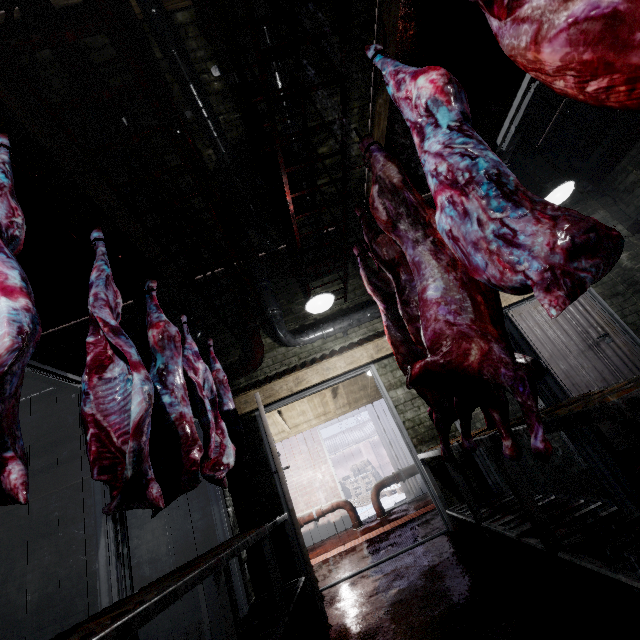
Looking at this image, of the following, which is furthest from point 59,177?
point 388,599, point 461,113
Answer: point 388,599

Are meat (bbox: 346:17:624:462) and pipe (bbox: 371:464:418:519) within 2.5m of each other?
no

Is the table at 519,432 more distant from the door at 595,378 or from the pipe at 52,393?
the pipe at 52,393

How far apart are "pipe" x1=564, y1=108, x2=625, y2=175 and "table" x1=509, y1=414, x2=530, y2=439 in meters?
4.3

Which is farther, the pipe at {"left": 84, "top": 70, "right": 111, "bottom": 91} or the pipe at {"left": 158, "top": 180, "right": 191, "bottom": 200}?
the pipe at {"left": 158, "top": 180, "right": 191, "bottom": 200}

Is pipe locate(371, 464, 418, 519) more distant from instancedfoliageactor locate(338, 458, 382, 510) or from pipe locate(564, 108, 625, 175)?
pipe locate(564, 108, 625, 175)

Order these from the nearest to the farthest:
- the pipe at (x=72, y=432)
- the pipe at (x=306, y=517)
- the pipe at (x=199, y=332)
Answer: the pipe at (x=72, y=432)
the pipe at (x=199, y=332)
the pipe at (x=306, y=517)

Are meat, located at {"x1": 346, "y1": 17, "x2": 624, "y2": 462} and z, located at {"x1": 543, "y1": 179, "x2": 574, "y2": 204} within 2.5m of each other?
yes
